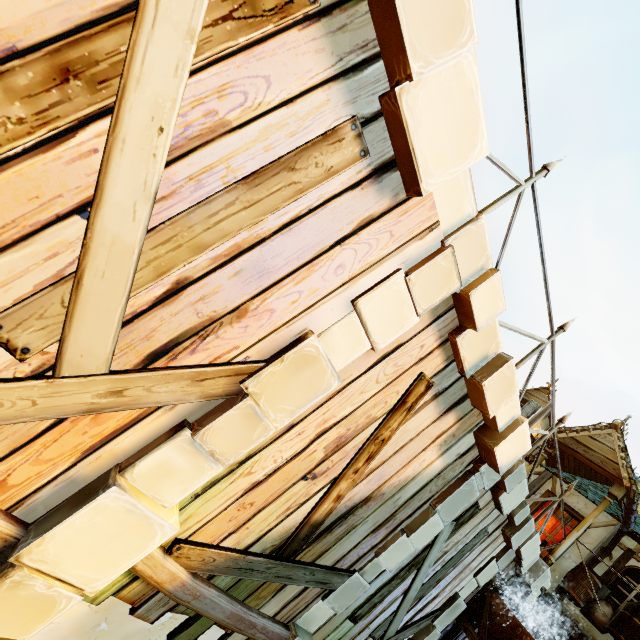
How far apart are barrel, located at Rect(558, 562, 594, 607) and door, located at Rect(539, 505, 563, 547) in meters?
0.9 m

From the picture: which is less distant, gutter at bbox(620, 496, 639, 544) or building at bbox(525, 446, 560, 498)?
gutter at bbox(620, 496, 639, 544)

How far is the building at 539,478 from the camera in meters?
9.4 m

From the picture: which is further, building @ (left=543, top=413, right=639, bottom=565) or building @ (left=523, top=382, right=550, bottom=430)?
building @ (left=523, top=382, right=550, bottom=430)

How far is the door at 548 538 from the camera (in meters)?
9.00

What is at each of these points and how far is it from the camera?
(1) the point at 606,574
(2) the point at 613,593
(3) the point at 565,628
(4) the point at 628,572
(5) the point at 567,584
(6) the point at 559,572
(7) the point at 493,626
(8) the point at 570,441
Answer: (1) building, 7.99m
(2) window, 7.73m
(3) wooden platform, 7.04m
(4) window, 7.87m
(5) barrel, 7.62m
(6) building, 8.53m
(7) drain, 6.35m
(8) building, 9.11m

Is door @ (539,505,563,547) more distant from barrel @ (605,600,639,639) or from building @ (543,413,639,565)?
barrel @ (605,600,639,639)

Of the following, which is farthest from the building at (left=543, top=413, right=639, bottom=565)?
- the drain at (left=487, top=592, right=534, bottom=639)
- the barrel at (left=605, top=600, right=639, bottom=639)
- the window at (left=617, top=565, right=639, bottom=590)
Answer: the drain at (left=487, top=592, right=534, bottom=639)
